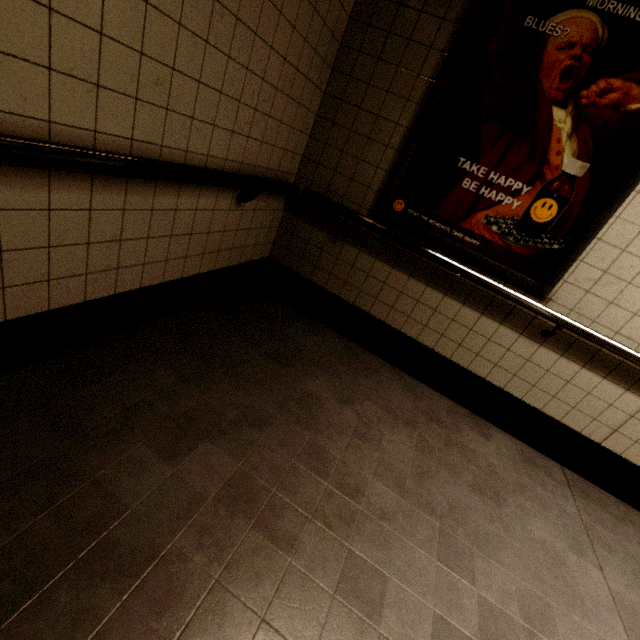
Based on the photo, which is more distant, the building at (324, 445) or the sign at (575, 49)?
the sign at (575, 49)

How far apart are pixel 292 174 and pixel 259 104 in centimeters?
72cm

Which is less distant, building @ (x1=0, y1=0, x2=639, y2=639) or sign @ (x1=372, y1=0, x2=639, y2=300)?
building @ (x1=0, y1=0, x2=639, y2=639)
